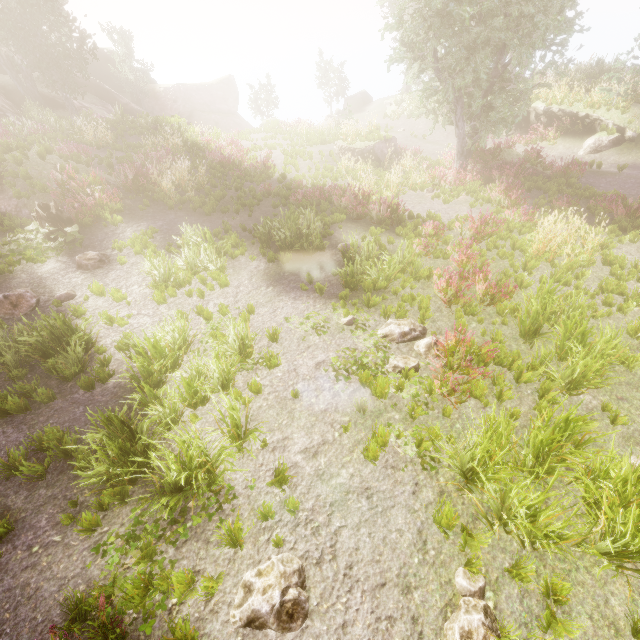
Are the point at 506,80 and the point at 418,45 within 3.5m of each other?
no

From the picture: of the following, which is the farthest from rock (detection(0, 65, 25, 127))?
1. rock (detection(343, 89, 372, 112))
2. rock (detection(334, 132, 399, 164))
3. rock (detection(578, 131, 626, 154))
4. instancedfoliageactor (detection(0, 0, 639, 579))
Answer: rock (detection(578, 131, 626, 154))

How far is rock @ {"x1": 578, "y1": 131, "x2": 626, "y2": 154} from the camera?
16.0 meters

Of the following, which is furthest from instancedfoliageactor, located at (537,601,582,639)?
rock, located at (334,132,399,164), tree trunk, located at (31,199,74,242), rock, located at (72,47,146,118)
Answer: rock, located at (334,132,399,164)

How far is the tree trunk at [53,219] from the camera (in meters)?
8.99

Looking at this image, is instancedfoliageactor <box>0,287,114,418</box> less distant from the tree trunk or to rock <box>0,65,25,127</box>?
rock <box>0,65,25,127</box>

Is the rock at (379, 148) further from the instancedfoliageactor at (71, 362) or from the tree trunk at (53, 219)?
the tree trunk at (53, 219)

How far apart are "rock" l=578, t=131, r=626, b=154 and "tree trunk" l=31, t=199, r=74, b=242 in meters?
23.1 m
